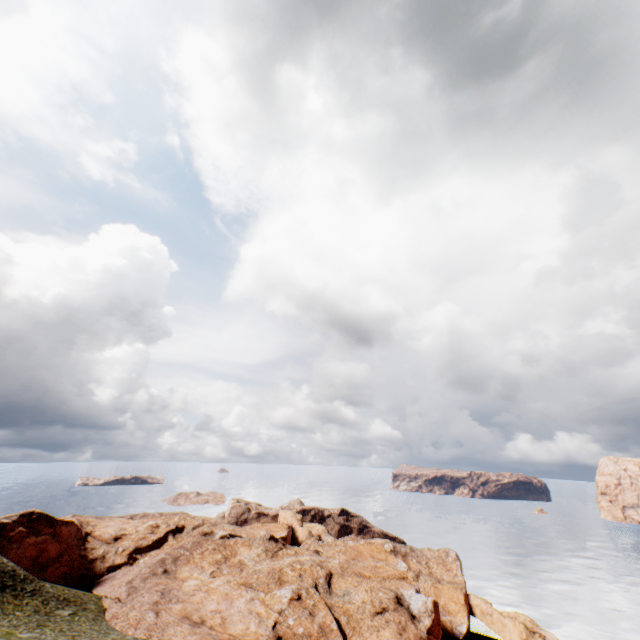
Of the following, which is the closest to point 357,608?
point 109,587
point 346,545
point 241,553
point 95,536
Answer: point 346,545
